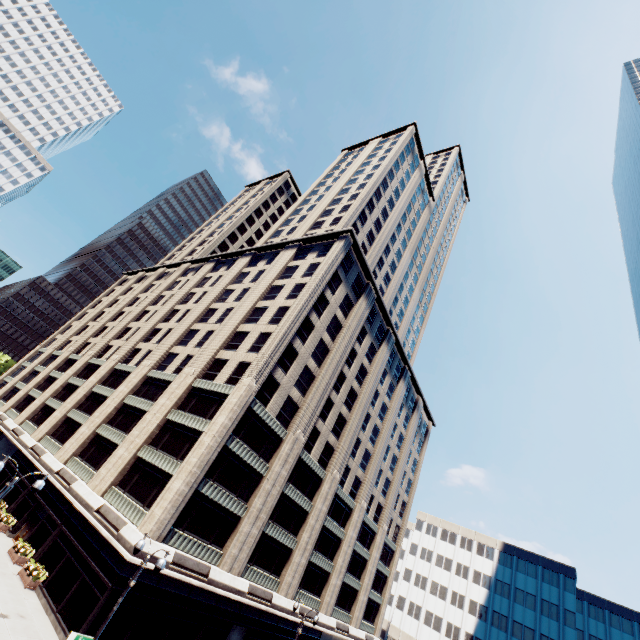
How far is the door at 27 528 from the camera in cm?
2822

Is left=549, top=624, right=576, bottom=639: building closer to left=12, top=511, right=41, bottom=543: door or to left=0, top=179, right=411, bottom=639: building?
left=0, top=179, right=411, bottom=639: building

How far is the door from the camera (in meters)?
28.22

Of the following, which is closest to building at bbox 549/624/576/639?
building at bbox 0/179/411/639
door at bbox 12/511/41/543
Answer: building at bbox 0/179/411/639

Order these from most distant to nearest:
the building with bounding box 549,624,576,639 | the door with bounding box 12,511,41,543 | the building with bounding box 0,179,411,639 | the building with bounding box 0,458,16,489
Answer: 1. the building with bounding box 549,624,576,639
2. the building with bounding box 0,458,16,489
3. the door with bounding box 12,511,41,543
4. the building with bounding box 0,179,411,639

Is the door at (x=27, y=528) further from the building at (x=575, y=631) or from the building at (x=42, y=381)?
the building at (x=575, y=631)

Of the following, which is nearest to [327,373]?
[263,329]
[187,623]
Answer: [263,329]
